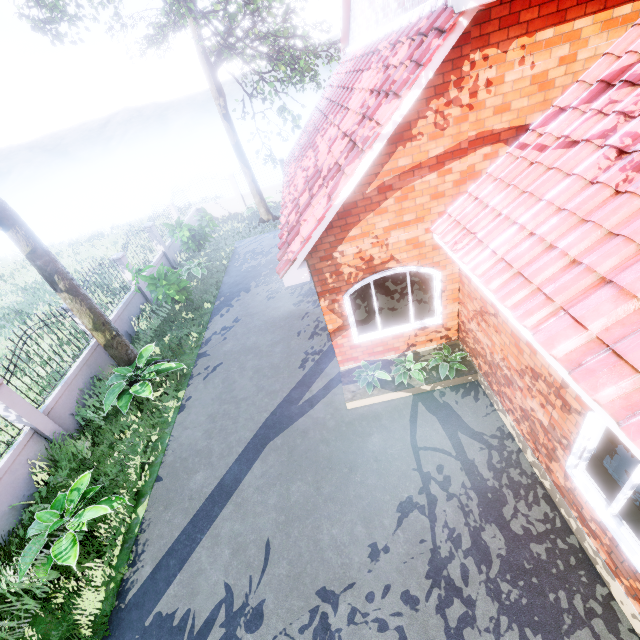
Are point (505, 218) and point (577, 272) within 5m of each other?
yes

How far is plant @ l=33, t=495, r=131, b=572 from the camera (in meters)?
5.70

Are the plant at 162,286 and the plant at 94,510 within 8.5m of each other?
yes

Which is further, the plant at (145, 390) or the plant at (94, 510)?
the plant at (145, 390)

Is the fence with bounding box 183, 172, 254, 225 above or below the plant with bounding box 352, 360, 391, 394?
above

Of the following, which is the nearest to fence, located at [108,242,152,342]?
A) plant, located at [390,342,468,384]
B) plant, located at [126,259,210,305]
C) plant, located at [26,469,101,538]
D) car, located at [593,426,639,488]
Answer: plant, located at [126,259,210,305]

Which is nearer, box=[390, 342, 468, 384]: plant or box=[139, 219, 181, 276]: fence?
box=[390, 342, 468, 384]: plant

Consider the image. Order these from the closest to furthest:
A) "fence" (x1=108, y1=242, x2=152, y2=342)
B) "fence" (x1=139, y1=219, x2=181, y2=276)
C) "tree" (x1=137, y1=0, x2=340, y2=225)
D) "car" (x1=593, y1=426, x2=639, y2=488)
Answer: "car" (x1=593, y1=426, x2=639, y2=488) < "tree" (x1=137, y1=0, x2=340, y2=225) < "fence" (x1=108, y1=242, x2=152, y2=342) < "fence" (x1=139, y1=219, x2=181, y2=276)
